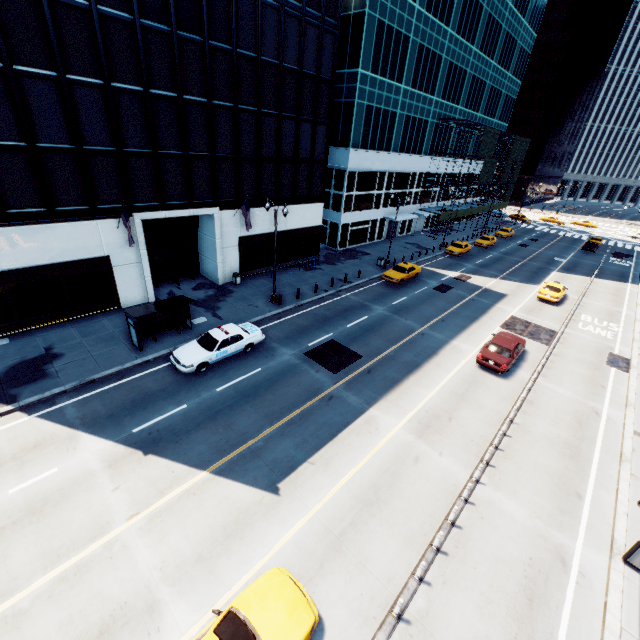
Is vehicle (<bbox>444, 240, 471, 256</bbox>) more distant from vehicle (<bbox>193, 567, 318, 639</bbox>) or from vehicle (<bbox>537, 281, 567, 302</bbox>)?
vehicle (<bbox>193, 567, 318, 639</bbox>)

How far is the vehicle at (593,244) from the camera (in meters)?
50.59

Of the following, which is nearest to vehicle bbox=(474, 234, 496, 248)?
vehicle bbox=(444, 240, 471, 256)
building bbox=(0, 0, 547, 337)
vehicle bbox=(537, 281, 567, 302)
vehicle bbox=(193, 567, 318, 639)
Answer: vehicle bbox=(444, 240, 471, 256)

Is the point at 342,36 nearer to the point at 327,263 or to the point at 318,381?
the point at 327,263

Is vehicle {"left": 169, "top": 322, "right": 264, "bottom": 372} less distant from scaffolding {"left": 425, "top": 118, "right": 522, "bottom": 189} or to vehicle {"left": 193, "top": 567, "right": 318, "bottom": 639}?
vehicle {"left": 193, "top": 567, "right": 318, "bottom": 639}

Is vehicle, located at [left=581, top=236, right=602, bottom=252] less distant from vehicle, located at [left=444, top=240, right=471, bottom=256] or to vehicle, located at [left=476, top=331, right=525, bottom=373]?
vehicle, located at [left=444, top=240, right=471, bottom=256]

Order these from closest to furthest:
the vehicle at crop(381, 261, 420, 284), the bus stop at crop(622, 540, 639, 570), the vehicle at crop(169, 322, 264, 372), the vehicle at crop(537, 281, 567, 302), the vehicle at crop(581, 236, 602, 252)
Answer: the bus stop at crop(622, 540, 639, 570) → the vehicle at crop(169, 322, 264, 372) → the vehicle at crop(537, 281, 567, 302) → the vehicle at crop(381, 261, 420, 284) → the vehicle at crop(581, 236, 602, 252)

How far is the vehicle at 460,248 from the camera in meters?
41.5
